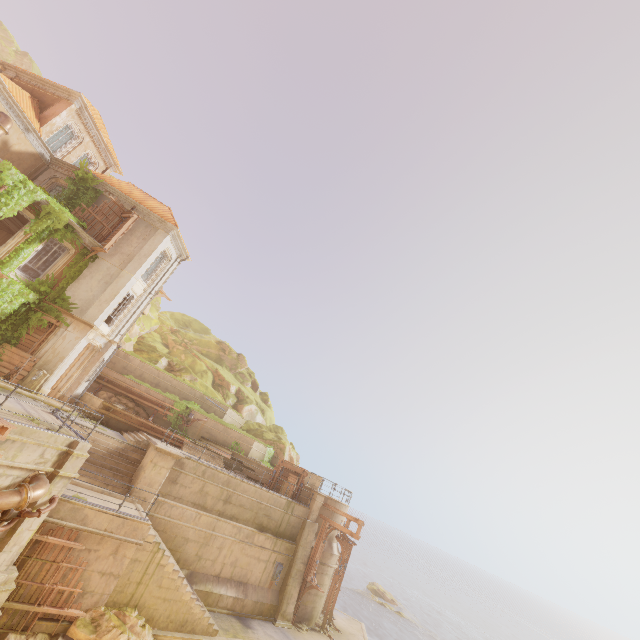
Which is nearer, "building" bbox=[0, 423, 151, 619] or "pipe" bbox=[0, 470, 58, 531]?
"pipe" bbox=[0, 470, 58, 531]

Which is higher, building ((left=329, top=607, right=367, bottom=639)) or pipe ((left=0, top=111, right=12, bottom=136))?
pipe ((left=0, top=111, right=12, bottom=136))

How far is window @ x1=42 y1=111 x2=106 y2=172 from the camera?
21.2m

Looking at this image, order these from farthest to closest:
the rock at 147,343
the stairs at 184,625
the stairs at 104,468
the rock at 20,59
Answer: the rock at 20,59
the rock at 147,343
the stairs at 104,468
the stairs at 184,625

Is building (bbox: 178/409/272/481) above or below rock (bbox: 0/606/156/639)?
above

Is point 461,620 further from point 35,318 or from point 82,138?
point 82,138

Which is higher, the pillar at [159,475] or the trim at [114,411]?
A: the trim at [114,411]

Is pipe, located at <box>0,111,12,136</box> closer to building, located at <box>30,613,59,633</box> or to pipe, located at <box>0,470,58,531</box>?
building, located at <box>30,613,59,633</box>
